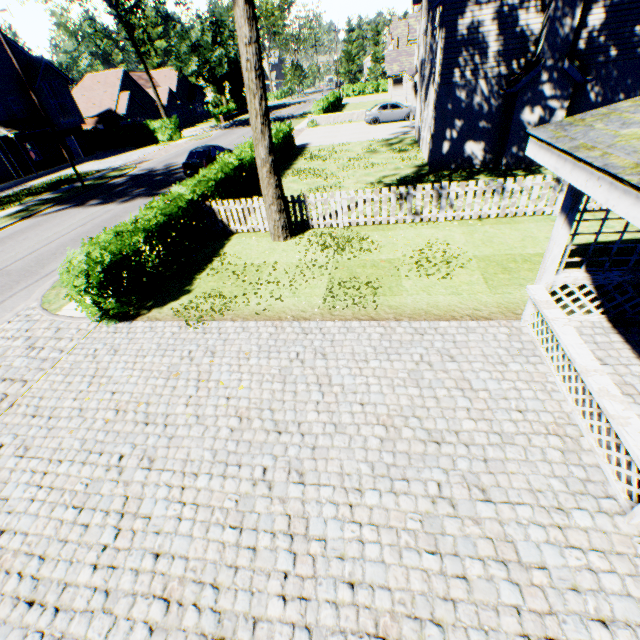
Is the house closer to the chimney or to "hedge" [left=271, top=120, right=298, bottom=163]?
"hedge" [left=271, top=120, right=298, bottom=163]

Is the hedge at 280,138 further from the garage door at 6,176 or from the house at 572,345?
the garage door at 6,176

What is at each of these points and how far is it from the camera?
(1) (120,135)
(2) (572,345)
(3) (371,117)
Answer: (1) hedge, 38.7 meters
(2) house, 4.8 meters
(3) car, 29.0 meters

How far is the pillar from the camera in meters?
5.1 m

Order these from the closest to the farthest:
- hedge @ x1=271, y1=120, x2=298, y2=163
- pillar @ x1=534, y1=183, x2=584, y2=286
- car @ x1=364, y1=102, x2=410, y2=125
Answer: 1. pillar @ x1=534, y1=183, x2=584, y2=286
2. hedge @ x1=271, y1=120, x2=298, y2=163
3. car @ x1=364, y1=102, x2=410, y2=125

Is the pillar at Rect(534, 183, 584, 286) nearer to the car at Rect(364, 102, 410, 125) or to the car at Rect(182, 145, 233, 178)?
the car at Rect(182, 145, 233, 178)

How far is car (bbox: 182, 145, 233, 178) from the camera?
19.8 meters

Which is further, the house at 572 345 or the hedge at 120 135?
the hedge at 120 135
